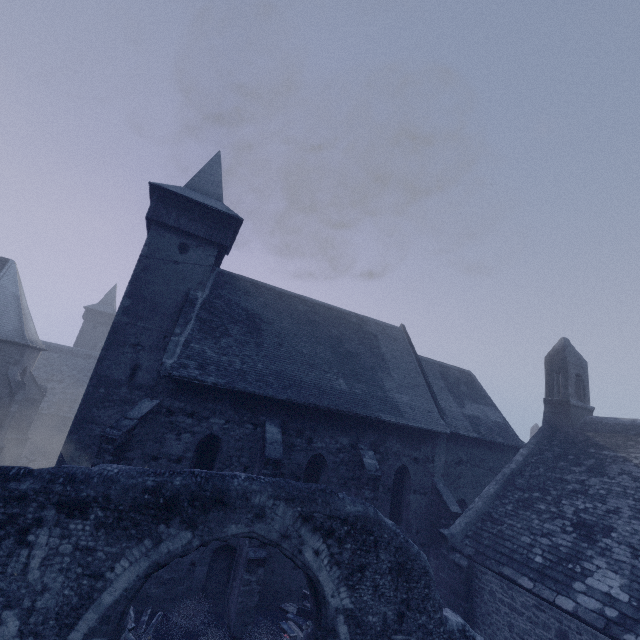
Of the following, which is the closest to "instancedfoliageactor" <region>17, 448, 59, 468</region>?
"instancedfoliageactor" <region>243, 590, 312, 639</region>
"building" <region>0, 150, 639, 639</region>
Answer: "building" <region>0, 150, 639, 639</region>

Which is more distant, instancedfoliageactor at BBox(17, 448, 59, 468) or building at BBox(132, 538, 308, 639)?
instancedfoliageactor at BBox(17, 448, 59, 468)

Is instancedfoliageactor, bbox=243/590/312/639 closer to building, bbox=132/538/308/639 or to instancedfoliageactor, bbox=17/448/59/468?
building, bbox=132/538/308/639

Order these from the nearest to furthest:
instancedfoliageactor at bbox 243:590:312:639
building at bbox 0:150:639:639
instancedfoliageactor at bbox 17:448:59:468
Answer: instancedfoliageactor at bbox 243:590:312:639
building at bbox 0:150:639:639
instancedfoliageactor at bbox 17:448:59:468

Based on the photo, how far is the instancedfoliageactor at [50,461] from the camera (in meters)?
20.77

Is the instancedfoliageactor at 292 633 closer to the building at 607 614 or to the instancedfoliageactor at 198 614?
the building at 607 614

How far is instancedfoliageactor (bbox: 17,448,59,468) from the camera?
20.77m

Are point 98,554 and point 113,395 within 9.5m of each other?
yes
